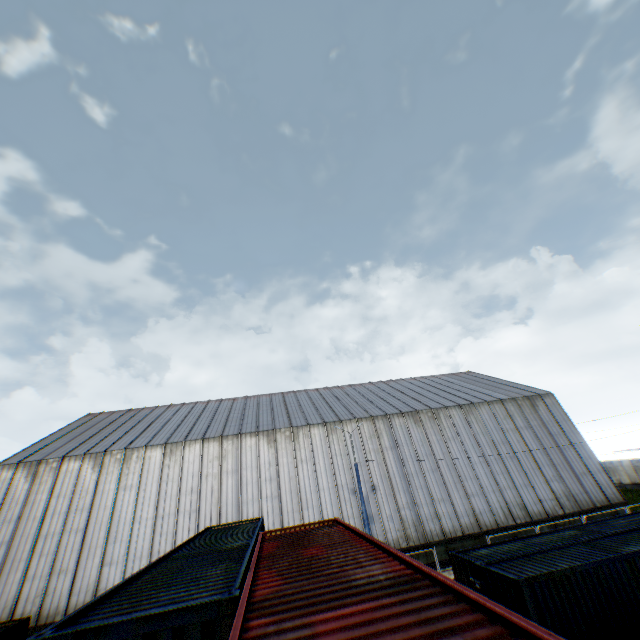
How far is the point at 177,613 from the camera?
4.25m

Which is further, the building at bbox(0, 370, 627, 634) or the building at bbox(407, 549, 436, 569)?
the building at bbox(407, 549, 436, 569)

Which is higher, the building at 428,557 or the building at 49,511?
the building at 49,511

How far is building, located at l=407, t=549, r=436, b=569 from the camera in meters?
22.2

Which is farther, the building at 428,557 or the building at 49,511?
the building at 428,557

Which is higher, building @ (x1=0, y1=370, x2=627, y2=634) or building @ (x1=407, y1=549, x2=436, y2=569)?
building @ (x1=0, y1=370, x2=627, y2=634)
